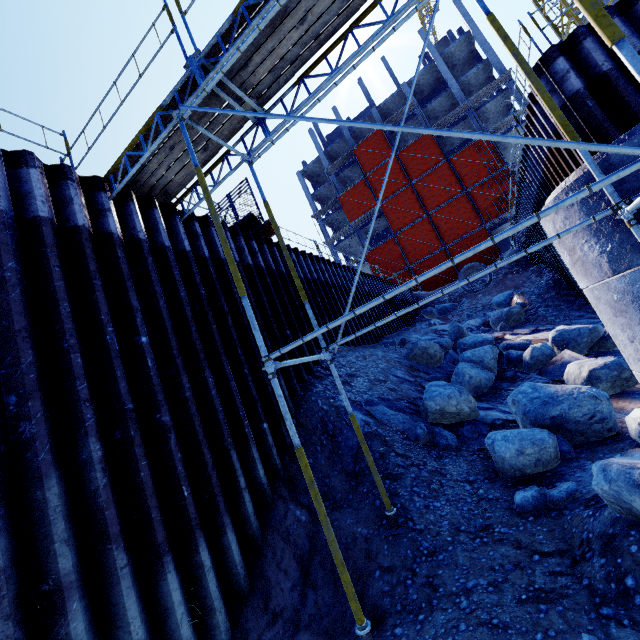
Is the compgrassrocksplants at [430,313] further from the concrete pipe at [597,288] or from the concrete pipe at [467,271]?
the concrete pipe at [597,288]

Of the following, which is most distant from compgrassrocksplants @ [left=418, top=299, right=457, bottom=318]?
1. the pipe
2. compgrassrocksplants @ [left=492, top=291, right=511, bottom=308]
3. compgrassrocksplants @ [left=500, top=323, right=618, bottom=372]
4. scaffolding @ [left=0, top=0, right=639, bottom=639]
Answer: the pipe

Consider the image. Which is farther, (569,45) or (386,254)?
(386,254)

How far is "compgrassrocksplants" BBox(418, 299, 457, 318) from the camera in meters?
21.1 m

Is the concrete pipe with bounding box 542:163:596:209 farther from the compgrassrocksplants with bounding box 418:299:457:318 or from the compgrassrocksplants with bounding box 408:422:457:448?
the compgrassrocksplants with bounding box 418:299:457:318

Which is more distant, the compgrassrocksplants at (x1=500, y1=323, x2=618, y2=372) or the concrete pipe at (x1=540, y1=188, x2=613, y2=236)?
the compgrassrocksplants at (x1=500, y1=323, x2=618, y2=372)

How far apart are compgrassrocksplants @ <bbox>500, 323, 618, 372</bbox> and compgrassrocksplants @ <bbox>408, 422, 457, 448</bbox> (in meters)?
5.74

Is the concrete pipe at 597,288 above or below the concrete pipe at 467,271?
below
